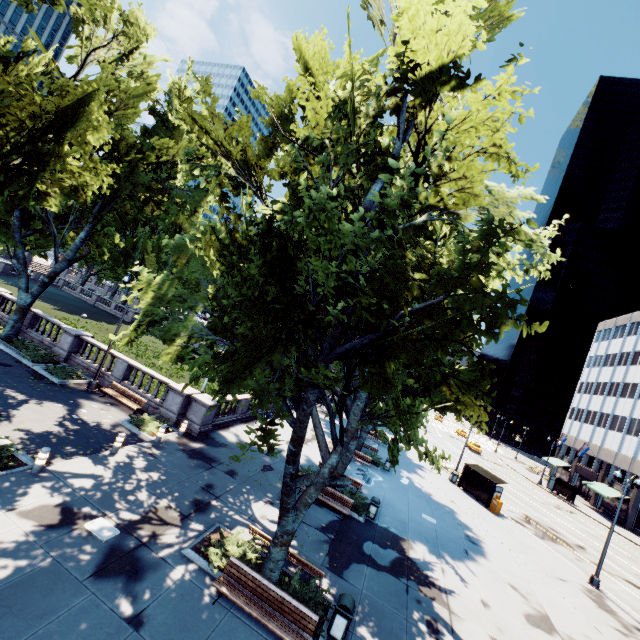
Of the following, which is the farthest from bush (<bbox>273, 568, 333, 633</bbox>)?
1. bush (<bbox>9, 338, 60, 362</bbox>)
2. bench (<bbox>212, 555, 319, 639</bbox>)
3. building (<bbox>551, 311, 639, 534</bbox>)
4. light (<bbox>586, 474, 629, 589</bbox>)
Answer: building (<bbox>551, 311, 639, 534</bbox>)

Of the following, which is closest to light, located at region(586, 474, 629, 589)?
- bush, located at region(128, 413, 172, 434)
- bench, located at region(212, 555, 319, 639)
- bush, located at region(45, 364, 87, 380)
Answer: bench, located at region(212, 555, 319, 639)

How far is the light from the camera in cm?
1991

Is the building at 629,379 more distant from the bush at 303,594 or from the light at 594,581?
the bush at 303,594

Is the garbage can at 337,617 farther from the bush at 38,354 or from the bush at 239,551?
the bush at 38,354

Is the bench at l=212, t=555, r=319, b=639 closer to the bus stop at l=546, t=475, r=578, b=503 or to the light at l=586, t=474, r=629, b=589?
the light at l=586, t=474, r=629, b=589

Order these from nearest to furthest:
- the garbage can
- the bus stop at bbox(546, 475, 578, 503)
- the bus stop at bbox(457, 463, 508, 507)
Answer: the garbage can → the bus stop at bbox(457, 463, 508, 507) → the bus stop at bbox(546, 475, 578, 503)

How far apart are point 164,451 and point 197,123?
17.1m
